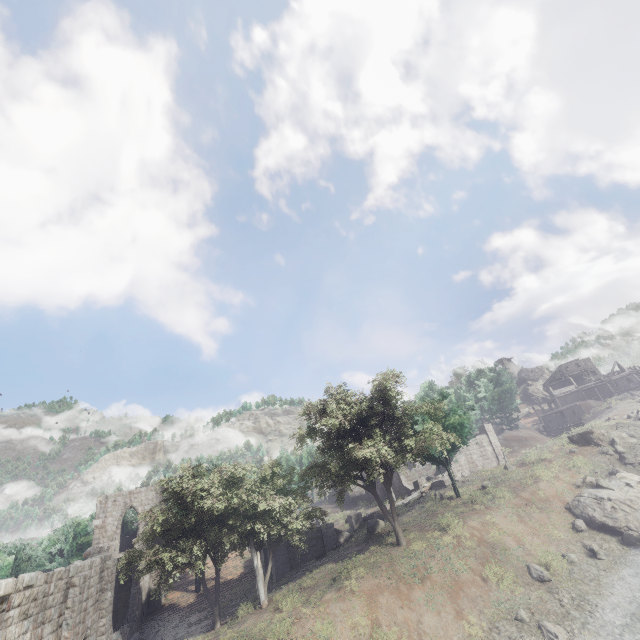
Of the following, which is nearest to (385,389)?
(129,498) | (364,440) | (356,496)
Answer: (364,440)

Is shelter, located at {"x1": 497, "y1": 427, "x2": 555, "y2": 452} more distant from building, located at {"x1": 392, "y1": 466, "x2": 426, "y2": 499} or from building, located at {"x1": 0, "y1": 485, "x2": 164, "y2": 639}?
building, located at {"x1": 0, "y1": 485, "x2": 164, "y2": 639}

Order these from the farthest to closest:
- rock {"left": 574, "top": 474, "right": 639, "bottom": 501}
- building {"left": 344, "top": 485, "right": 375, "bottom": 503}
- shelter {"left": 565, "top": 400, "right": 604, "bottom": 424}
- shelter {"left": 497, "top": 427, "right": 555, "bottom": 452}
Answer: shelter {"left": 565, "top": 400, "right": 604, "bottom": 424}, building {"left": 344, "top": 485, "right": 375, "bottom": 503}, shelter {"left": 497, "top": 427, "right": 555, "bottom": 452}, rock {"left": 574, "top": 474, "right": 639, "bottom": 501}

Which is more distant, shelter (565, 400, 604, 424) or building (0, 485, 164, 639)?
shelter (565, 400, 604, 424)

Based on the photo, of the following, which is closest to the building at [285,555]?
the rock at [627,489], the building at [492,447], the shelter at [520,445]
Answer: the building at [492,447]

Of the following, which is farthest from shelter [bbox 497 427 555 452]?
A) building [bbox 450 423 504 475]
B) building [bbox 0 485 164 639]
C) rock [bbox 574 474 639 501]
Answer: building [bbox 0 485 164 639]

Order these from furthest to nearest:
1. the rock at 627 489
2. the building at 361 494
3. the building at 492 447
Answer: the building at 361 494, the building at 492 447, the rock at 627 489

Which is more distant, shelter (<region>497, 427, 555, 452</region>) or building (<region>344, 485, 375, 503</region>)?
building (<region>344, 485, 375, 503</region>)
